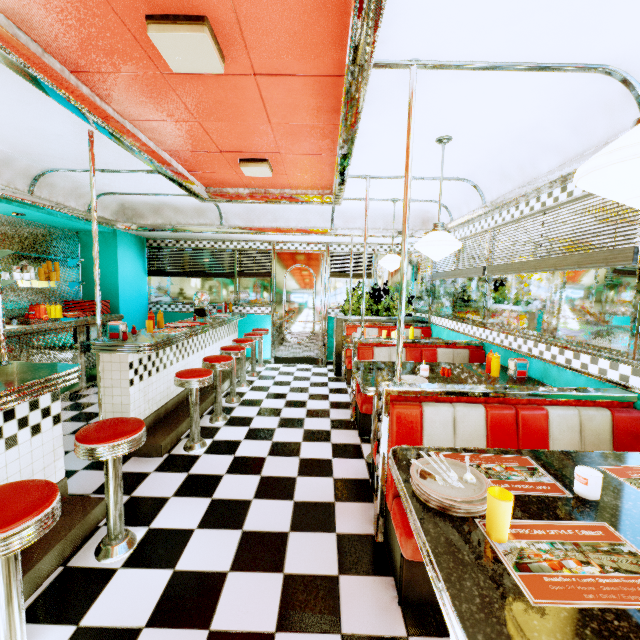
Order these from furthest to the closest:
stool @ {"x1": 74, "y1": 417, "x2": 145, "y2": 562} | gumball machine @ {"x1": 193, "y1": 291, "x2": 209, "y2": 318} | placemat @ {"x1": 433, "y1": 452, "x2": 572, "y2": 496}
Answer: gumball machine @ {"x1": 193, "y1": 291, "x2": 209, "y2": 318} < stool @ {"x1": 74, "y1": 417, "x2": 145, "y2": 562} < placemat @ {"x1": 433, "y1": 452, "x2": 572, "y2": 496}

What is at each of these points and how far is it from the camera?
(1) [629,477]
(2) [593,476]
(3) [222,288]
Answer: (1) placemat, 1.45m
(2) coffee cup, 1.27m
(3) window, 7.09m

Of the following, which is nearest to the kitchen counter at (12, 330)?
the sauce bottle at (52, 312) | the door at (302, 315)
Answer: the sauce bottle at (52, 312)

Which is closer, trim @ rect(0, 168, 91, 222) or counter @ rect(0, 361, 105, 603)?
counter @ rect(0, 361, 105, 603)

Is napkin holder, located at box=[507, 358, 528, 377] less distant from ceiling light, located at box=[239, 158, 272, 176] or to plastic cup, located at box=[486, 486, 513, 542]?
plastic cup, located at box=[486, 486, 513, 542]

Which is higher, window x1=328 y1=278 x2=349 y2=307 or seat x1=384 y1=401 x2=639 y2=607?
window x1=328 y1=278 x2=349 y2=307

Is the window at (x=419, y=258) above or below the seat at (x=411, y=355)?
above

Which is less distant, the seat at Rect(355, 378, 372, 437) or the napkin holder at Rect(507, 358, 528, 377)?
the napkin holder at Rect(507, 358, 528, 377)
